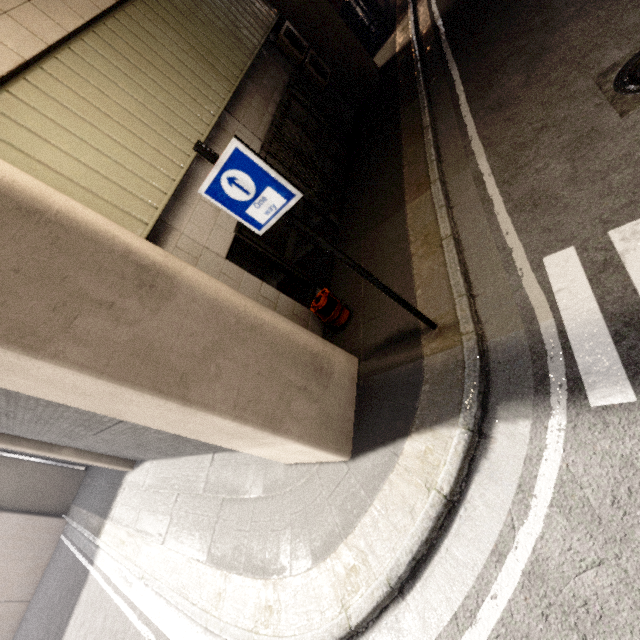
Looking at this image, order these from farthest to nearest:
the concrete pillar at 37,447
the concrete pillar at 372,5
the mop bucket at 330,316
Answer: the concrete pillar at 372,5, the concrete pillar at 37,447, the mop bucket at 330,316

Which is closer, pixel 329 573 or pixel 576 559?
pixel 576 559

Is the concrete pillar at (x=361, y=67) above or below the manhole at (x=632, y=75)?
above

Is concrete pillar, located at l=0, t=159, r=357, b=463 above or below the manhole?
above

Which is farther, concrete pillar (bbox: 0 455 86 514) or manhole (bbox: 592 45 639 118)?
concrete pillar (bbox: 0 455 86 514)

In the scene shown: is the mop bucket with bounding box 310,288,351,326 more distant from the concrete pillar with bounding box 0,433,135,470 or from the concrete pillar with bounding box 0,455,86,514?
the concrete pillar with bounding box 0,455,86,514

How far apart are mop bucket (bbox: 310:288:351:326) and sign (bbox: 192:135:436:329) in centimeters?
149cm

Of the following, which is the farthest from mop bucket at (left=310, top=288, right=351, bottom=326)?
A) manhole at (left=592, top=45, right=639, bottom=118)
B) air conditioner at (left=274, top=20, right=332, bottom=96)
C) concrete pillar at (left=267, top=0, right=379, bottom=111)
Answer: air conditioner at (left=274, top=20, right=332, bottom=96)
